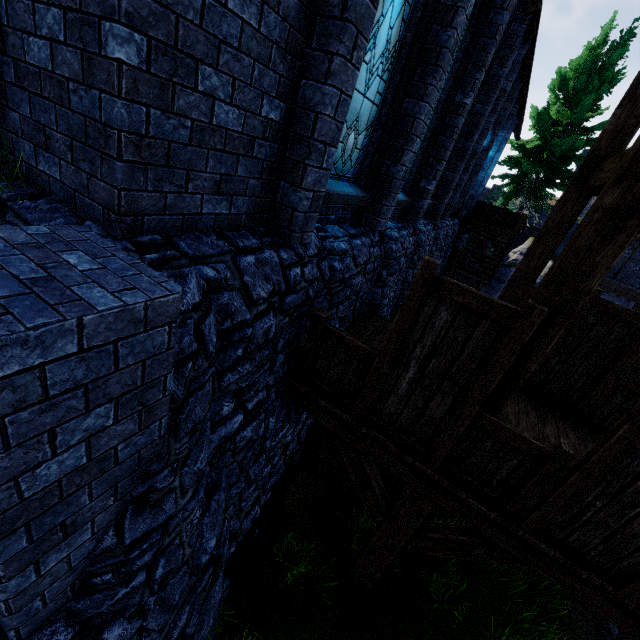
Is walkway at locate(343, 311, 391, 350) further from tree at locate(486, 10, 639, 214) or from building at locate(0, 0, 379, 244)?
tree at locate(486, 10, 639, 214)

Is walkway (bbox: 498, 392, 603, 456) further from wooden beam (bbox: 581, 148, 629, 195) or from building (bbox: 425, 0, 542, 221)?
wooden beam (bbox: 581, 148, 629, 195)

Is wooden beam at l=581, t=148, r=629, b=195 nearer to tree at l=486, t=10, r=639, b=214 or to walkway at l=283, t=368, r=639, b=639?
walkway at l=283, t=368, r=639, b=639

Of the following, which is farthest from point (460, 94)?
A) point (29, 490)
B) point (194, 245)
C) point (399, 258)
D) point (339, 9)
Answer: point (29, 490)

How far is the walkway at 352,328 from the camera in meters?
6.1

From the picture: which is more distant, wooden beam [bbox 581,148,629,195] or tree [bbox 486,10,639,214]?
tree [bbox 486,10,639,214]

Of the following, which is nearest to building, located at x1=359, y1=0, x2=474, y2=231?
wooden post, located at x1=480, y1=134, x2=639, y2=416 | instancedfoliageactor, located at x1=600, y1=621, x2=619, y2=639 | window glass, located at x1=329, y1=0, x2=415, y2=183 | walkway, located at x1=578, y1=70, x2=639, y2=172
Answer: walkway, located at x1=578, y1=70, x2=639, y2=172
